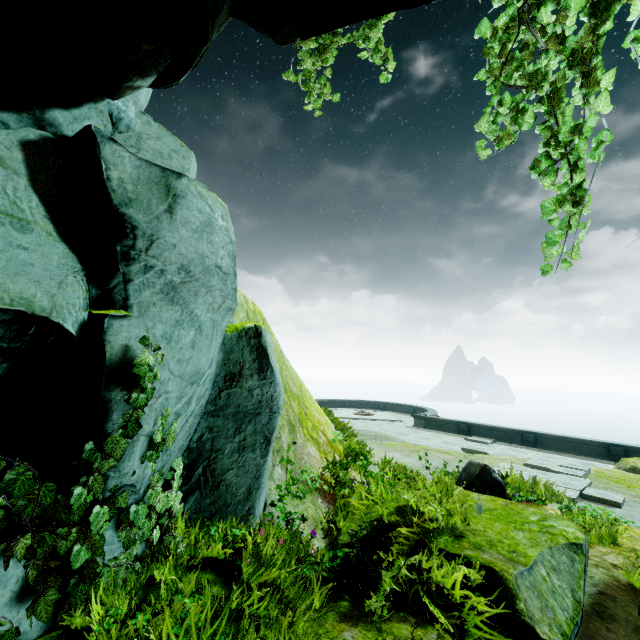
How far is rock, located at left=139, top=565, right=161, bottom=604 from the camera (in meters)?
2.72

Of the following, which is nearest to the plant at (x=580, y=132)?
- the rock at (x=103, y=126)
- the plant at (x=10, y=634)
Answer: the rock at (x=103, y=126)

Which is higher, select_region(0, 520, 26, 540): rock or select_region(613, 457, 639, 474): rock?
select_region(0, 520, 26, 540): rock

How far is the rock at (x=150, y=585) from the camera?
2.72m

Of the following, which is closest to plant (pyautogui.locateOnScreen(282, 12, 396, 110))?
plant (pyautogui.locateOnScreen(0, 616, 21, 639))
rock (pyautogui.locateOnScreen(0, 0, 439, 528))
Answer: rock (pyautogui.locateOnScreen(0, 0, 439, 528))

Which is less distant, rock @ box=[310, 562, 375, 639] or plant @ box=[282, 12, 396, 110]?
rock @ box=[310, 562, 375, 639]

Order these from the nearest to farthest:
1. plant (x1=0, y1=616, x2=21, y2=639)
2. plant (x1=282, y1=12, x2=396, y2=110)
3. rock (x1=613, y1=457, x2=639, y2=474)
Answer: plant (x1=0, y1=616, x2=21, y2=639) < plant (x1=282, y1=12, x2=396, y2=110) < rock (x1=613, y1=457, x2=639, y2=474)

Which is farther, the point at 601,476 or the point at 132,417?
the point at 601,476
